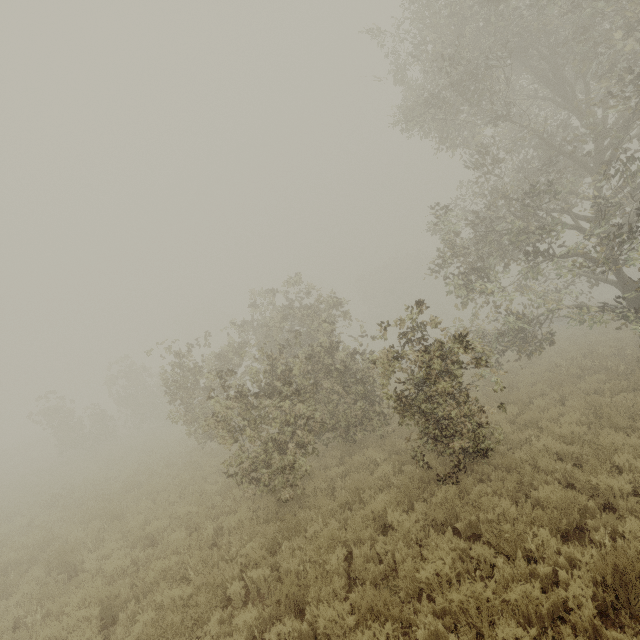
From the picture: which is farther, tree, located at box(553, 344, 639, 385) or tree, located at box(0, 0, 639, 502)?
tree, located at box(553, 344, 639, 385)

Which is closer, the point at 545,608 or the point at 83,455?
the point at 545,608

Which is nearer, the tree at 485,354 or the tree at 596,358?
the tree at 485,354

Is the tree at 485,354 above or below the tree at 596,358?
above

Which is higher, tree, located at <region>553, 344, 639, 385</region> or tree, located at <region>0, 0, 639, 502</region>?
tree, located at <region>0, 0, 639, 502</region>
